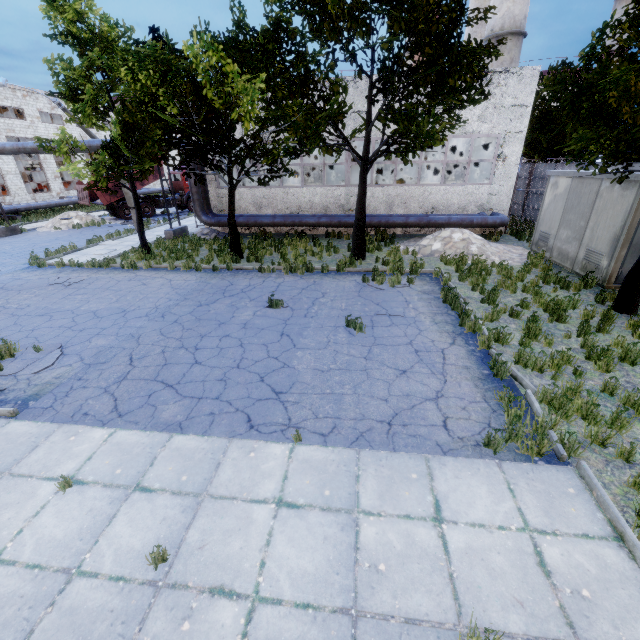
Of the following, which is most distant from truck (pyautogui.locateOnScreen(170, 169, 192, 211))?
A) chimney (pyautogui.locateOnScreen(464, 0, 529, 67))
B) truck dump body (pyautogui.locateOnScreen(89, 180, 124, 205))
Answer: chimney (pyautogui.locateOnScreen(464, 0, 529, 67))

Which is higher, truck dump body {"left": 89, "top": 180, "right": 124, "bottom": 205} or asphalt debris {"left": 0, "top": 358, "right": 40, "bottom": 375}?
truck dump body {"left": 89, "top": 180, "right": 124, "bottom": 205}

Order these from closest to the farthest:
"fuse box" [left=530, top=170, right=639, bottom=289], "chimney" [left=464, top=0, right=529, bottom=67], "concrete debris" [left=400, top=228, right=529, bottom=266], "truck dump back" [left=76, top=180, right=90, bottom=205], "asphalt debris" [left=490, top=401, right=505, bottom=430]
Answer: "asphalt debris" [left=490, top=401, right=505, bottom=430]
"fuse box" [left=530, top=170, right=639, bottom=289]
"concrete debris" [left=400, top=228, right=529, bottom=266]
"chimney" [left=464, top=0, right=529, bottom=67]
"truck dump back" [left=76, top=180, right=90, bottom=205]

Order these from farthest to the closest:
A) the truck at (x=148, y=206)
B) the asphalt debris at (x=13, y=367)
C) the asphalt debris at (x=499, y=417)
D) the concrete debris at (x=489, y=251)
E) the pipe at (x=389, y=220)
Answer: the truck at (x=148, y=206) → the pipe at (x=389, y=220) → the concrete debris at (x=489, y=251) → the asphalt debris at (x=13, y=367) → the asphalt debris at (x=499, y=417)

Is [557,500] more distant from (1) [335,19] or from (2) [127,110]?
(2) [127,110]

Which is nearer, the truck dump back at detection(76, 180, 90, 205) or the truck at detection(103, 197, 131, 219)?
the truck dump back at detection(76, 180, 90, 205)

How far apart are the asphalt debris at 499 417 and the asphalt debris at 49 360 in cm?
819

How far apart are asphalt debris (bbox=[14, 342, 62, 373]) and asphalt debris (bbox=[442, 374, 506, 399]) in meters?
8.2
